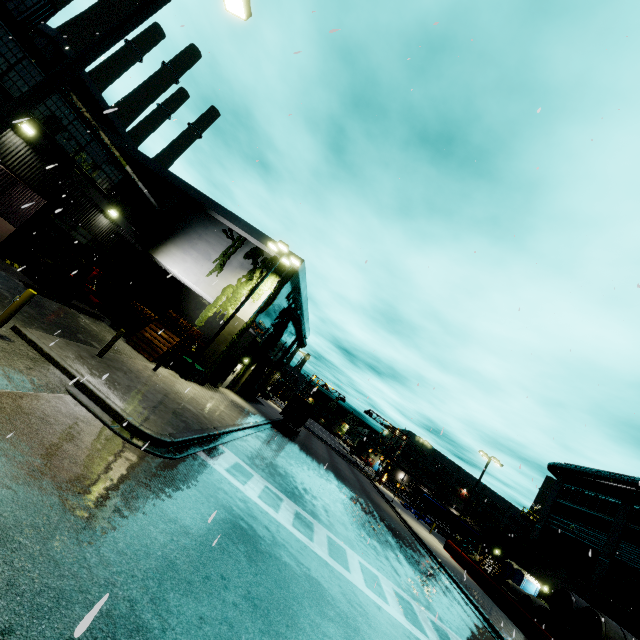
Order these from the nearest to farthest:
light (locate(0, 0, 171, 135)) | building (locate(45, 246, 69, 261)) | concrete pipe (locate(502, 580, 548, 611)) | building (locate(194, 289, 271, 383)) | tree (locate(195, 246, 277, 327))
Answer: light (locate(0, 0, 171, 135))
building (locate(45, 246, 69, 261))
building (locate(194, 289, 271, 383))
tree (locate(195, 246, 277, 327))
concrete pipe (locate(502, 580, 548, 611))

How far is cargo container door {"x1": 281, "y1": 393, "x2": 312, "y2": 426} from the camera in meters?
29.1 m

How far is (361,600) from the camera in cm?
859

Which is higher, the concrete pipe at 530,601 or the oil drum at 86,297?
the concrete pipe at 530,601

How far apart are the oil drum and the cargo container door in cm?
1645

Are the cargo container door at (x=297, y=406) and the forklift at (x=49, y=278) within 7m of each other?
no

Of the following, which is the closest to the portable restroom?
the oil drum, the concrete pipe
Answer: the concrete pipe

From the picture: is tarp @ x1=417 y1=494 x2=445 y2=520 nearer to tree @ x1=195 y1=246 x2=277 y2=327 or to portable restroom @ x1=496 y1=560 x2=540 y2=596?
portable restroom @ x1=496 y1=560 x2=540 y2=596
